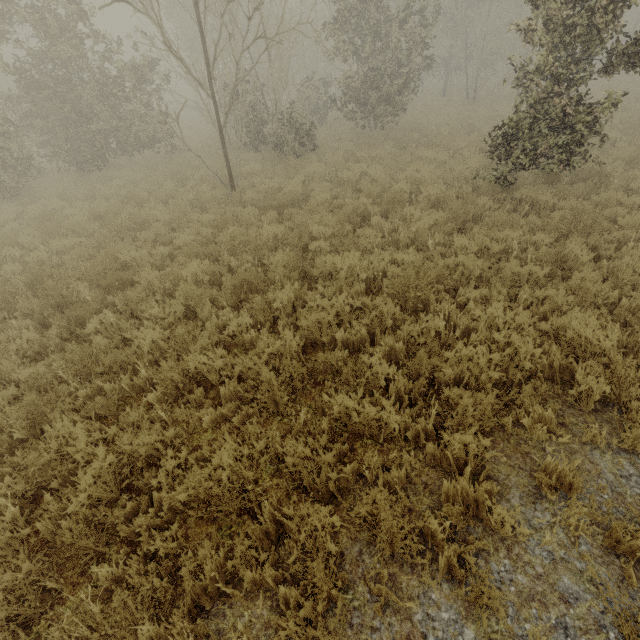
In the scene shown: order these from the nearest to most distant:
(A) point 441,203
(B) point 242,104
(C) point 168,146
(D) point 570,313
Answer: (D) point 570,313 → (A) point 441,203 → (C) point 168,146 → (B) point 242,104
